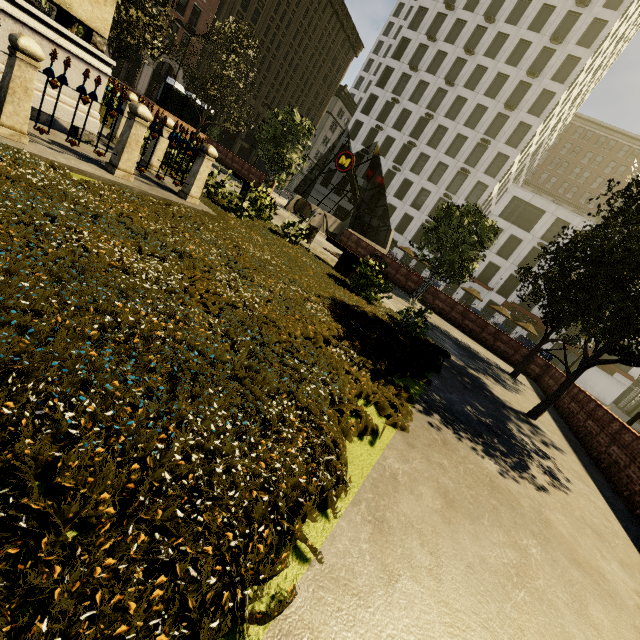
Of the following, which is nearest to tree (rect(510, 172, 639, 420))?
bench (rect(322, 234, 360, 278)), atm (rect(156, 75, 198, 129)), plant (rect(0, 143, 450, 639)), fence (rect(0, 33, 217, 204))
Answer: plant (rect(0, 143, 450, 639))

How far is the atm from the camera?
22.8 meters

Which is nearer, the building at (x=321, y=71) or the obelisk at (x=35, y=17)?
the obelisk at (x=35, y=17)

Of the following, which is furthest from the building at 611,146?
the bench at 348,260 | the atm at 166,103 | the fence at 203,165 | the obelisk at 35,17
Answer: the bench at 348,260

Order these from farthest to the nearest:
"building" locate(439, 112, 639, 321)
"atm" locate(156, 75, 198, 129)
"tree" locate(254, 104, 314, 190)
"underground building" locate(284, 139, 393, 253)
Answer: "building" locate(439, 112, 639, 321) → "atm" locate(156, 75, 198, 129) → "underground building" locate(284, 139, 393, 253) → "tree" locate(254, 104, 314, 190)

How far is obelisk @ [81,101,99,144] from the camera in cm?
685

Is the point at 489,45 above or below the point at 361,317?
above

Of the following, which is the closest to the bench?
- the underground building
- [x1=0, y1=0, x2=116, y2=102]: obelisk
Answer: [x1=0, y1=0, x2=116, y2=102]: obelisk
